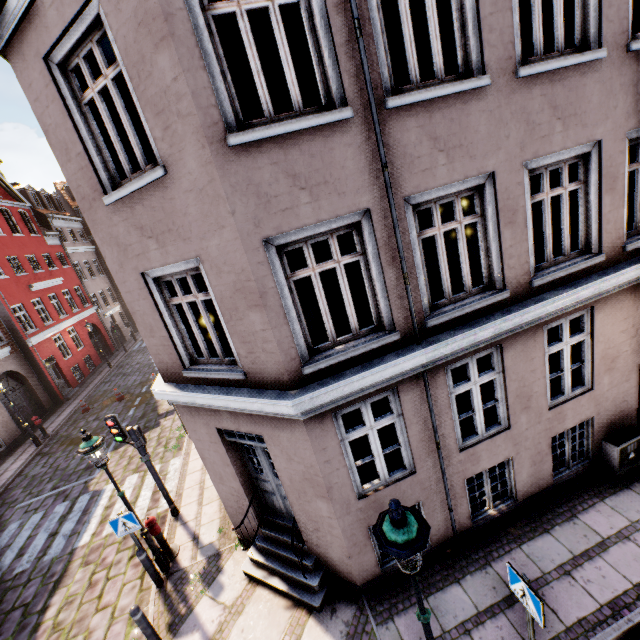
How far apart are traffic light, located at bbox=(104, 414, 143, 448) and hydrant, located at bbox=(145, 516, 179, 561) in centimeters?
162cm

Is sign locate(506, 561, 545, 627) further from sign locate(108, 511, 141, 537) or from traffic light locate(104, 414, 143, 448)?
traffic light locate(104, 414, 143, 448)

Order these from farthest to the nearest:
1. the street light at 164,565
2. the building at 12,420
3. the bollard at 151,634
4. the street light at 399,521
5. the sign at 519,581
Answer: the building at 12,420 < the street light at 164,565 < the bollard at 151,634 < the sign at 519,581 < the street light at 399,521

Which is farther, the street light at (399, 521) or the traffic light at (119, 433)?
the traffic light at (119, 433)

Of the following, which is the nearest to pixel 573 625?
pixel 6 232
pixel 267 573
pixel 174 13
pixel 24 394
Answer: pixel 267 573

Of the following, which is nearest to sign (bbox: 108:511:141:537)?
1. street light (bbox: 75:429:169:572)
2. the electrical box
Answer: street light (bbox: 75:429:169:572)

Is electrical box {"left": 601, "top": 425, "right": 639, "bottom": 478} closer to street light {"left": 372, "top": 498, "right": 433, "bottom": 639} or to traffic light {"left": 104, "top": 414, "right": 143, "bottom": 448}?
street light {"left": 372, "top": 498, "right": 433, "bottom": 639}

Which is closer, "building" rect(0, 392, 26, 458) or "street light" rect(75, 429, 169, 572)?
"street light" rect(75, 429, 169, 572)
